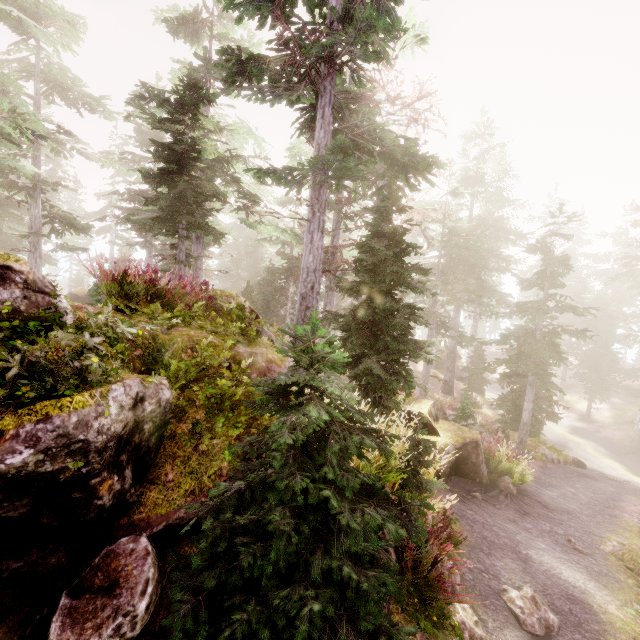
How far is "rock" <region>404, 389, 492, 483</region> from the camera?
10.15m

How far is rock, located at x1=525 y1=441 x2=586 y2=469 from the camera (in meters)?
15.70

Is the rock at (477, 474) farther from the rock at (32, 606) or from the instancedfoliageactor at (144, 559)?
the rock at (32, 606)

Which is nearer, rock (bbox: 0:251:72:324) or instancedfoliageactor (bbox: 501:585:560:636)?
rock (bbox: 0:251:72:324)

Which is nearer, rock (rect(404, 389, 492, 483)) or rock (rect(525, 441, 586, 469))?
rock (rect(404, 389, 492, 483))

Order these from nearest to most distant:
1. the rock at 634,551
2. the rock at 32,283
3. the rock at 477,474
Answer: the rock at 32,283 → the rock at 634,551 → the rock at 477,474

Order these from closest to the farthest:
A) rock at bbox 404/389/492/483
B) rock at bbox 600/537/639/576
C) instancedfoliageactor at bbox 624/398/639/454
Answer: rock at bbox 600/537/639/576 → rock at bbox 404/389/492/483 → instancedfoliageactor at bbox 624/398/639/454

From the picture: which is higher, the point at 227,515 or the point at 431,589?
the point at 227,515
